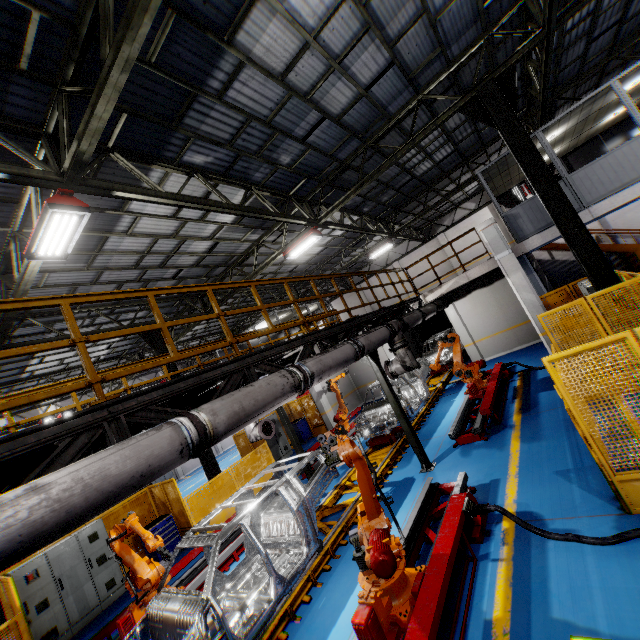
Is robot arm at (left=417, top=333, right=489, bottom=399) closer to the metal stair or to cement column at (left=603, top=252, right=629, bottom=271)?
the metal stair

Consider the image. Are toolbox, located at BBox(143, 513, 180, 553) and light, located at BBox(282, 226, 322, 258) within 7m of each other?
no

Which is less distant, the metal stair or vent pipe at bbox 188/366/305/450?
vent pipe at bbox 188/366/305/450

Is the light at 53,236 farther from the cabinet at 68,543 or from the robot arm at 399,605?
the cabinet at 68,543

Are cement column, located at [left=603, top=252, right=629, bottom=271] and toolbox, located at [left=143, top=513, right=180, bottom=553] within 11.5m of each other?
no

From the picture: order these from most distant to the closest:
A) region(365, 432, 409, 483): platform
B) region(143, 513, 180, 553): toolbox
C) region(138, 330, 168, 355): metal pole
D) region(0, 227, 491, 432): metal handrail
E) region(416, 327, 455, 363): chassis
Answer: region(416, 327, 455, 363): chassis
region(138, 330, 168, 355): metal pole
region(143, 513, 180, 553): toolbox
region(365, 432, 409, 483): platform
region(0, 227, 491, 432): metal handrail

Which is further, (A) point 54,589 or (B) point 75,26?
(A) point 54,589

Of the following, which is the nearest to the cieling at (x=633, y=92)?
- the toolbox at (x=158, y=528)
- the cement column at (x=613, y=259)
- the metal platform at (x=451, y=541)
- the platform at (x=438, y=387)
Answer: the platform at (x=438, y=387)
